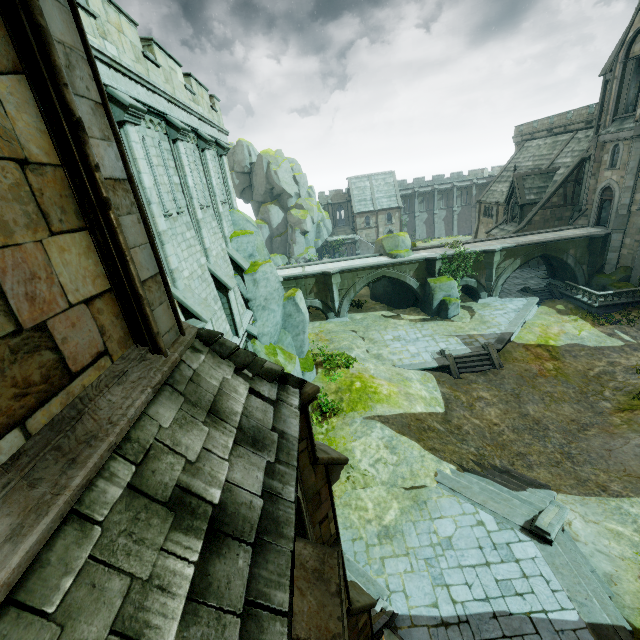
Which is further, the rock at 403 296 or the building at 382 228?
the building at 382 228

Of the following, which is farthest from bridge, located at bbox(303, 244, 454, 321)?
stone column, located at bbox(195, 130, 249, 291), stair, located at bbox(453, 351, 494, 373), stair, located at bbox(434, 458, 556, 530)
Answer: stair, located at bbox(434, 458, 556, 530)

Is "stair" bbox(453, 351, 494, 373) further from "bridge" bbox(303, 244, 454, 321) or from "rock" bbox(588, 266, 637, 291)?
"rock" bbox(588, 266, 637, 291)

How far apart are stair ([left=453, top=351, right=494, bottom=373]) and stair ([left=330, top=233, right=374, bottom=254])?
38.3 meters

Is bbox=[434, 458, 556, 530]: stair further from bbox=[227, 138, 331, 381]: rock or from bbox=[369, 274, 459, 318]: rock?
bbox=[227, 138, 331, 381]: rock

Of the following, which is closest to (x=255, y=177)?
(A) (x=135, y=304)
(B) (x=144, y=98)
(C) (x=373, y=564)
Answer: (B) (x=144, y=98)

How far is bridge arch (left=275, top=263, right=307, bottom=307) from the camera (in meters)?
28.86

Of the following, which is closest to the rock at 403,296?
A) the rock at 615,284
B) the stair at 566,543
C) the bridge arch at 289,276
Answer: the bridge arch at 289,276
